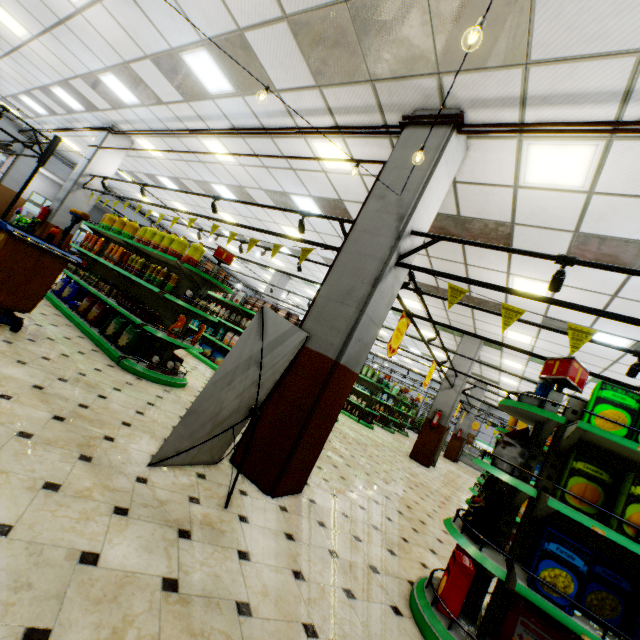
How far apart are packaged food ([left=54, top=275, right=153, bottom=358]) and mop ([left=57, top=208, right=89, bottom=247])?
1.92m

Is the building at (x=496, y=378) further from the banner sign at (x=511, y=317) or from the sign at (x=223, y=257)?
the sign at (x=223, y=257)

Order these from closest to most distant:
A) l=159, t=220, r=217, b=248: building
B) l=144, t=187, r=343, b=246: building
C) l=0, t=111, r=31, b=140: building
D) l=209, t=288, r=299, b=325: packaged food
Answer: l=209, t=288, r=299, b=325: packaged food
l=144, t=187, r=343, b=246: building
l=0, t=111, r=31, b=140: building
l=159, t=220, r=217, b=248: building

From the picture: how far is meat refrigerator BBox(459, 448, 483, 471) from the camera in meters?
22.2 m

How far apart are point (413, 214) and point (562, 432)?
2.6m

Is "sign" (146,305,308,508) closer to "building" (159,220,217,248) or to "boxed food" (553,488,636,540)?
"building" (159,220,217,248)

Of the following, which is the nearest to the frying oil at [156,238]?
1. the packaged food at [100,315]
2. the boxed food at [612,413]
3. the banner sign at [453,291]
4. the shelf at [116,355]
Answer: the shelf at [116,355]

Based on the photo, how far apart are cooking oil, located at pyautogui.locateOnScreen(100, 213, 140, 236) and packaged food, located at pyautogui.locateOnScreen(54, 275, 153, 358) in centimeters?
183cm
